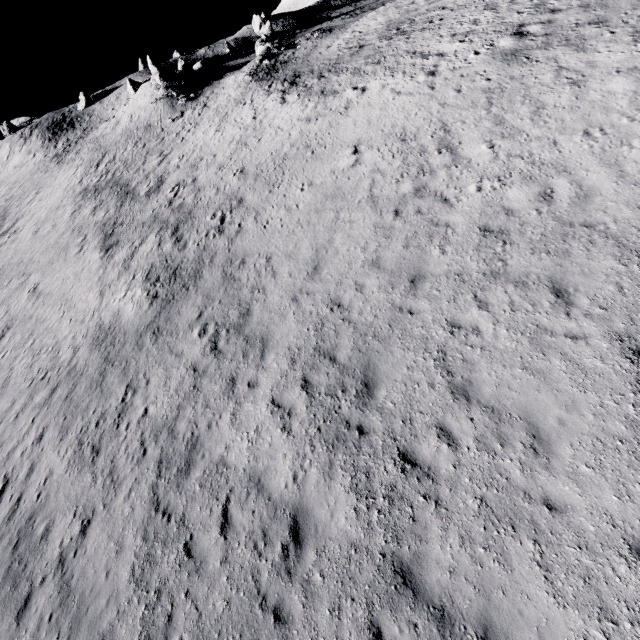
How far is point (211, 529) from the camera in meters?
8.0 m
